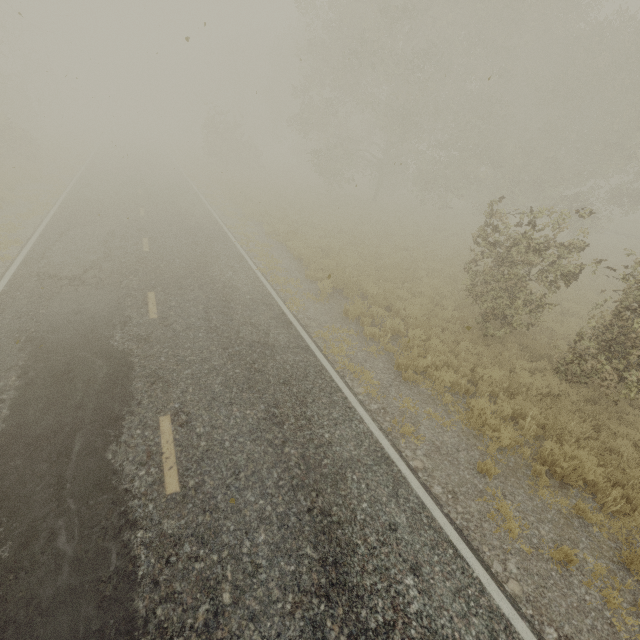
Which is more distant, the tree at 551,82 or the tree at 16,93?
the tree at 16,93

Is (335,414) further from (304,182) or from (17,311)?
(304,182)

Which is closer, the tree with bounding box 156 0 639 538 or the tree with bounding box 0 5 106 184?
the tree with bounding box 156 0 639 538
